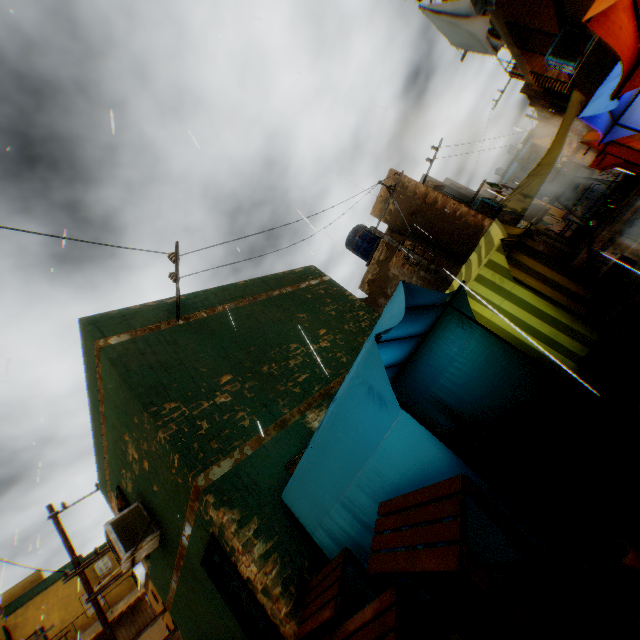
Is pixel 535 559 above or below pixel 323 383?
below

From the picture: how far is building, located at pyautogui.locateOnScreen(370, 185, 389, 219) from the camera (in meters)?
14.48

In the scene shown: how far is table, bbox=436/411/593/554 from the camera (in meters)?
2.42

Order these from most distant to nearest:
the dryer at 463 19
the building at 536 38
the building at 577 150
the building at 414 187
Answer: the building at 577 150, the building at 414 187, the building at 536 38, the dryer at 463 19

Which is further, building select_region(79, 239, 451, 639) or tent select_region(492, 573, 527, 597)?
building select_region(79, 239, 451, 639)

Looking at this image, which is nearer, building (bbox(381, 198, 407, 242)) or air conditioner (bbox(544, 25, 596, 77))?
air conditioner (bbox(544, 25, 596, 77))

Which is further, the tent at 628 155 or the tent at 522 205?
the tent at 522 205

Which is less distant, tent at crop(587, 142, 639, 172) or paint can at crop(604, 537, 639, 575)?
paint can at crop(604, 537, 639, 575)
